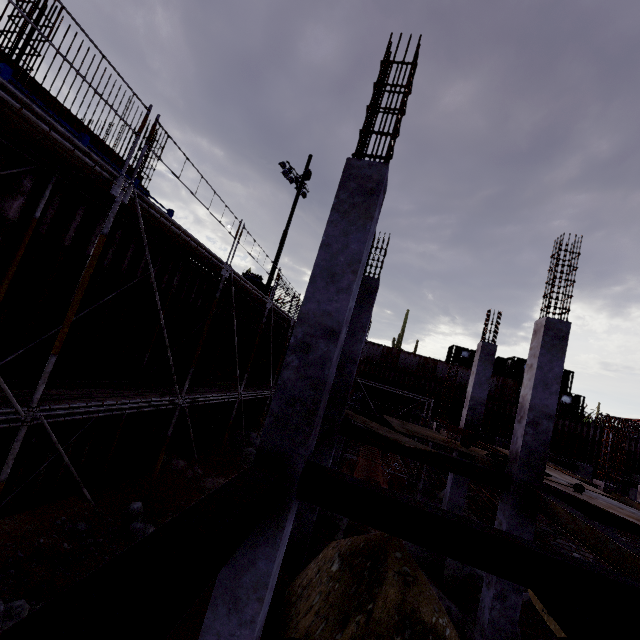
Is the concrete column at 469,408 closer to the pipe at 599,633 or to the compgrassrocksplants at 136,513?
the pipe at 599,633

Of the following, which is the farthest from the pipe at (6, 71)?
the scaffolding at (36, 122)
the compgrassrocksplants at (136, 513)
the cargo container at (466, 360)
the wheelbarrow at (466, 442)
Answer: the cargo container at (466, 360)

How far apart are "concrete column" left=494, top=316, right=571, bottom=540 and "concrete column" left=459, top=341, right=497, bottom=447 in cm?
433

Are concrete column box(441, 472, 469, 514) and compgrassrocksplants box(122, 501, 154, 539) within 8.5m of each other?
no

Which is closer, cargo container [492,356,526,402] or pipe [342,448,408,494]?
pipe [342,448,408,494]

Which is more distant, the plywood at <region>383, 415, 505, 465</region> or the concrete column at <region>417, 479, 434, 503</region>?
the concrete column at <region>417, 479, 434, 503</region>

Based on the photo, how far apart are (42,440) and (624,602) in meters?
10.0

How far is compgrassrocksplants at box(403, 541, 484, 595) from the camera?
10.2m
